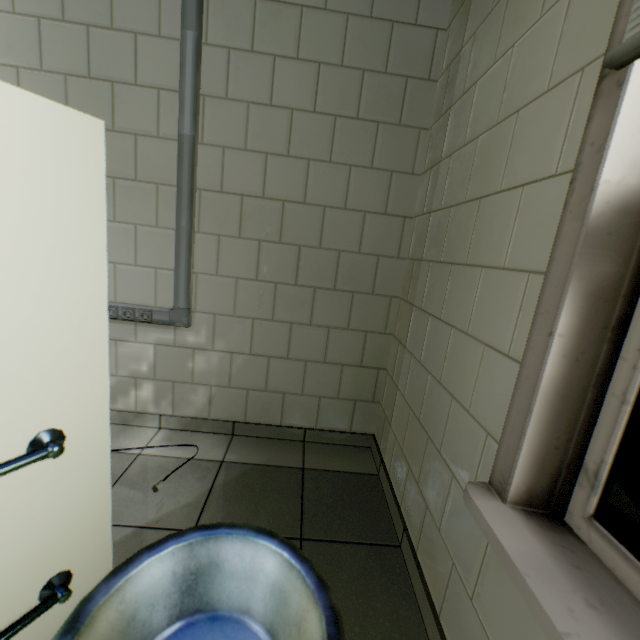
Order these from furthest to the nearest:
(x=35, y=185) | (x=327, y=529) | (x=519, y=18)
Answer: (x=327, y=529) < (x=519, y=18) < (x=35, y=185)

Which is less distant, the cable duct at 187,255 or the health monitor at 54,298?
the health monitor at 54,298

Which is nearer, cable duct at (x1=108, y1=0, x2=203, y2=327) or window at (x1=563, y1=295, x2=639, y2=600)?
window at (x1=563, y1=295, x2=639, y2=600)

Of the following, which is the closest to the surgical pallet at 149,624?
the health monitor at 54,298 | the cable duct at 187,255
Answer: the health monitor at 54,298

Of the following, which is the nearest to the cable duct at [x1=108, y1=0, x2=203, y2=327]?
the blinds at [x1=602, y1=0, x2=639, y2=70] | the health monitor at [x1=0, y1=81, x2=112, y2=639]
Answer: the health monitor at [x1=0, y1=81, x2=112, y2=639]

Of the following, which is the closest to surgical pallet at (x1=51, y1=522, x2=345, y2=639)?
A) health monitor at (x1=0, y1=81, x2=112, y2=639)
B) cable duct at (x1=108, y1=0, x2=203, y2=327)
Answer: health monitor at (x1=0, y1=81, x2=112, y2=639)

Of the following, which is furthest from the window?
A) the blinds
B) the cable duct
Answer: the cable duct

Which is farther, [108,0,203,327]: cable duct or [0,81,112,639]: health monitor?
[108,0,203,327]: cable duct
